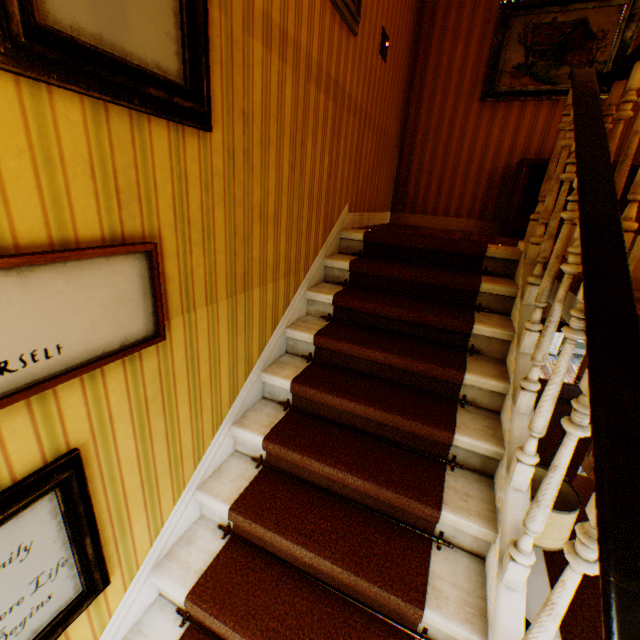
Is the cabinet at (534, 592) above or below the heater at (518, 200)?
below

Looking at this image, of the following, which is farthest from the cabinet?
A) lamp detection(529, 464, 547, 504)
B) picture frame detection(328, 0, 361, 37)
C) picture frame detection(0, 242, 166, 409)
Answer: picture frame detection(328, 0, 361, 37)

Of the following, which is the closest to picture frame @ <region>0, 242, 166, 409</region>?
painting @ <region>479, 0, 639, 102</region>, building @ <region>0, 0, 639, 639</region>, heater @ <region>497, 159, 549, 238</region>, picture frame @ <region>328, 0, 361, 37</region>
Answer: building @ <region>0, 0, 639, 639</region>

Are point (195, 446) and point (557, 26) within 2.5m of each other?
no

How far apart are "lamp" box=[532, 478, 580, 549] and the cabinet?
0.04m

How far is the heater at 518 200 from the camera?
3.8m

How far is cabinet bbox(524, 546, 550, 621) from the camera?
2.11m

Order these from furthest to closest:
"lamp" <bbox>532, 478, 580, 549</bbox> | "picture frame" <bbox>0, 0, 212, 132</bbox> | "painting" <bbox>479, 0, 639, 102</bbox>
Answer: "painting" <bbox>479, 0, 639, 102</bbox>
"lamp" <bbox>532, 478, 580, 549</bbox>
"picture frame" <bbox>0, 0, 212, 132</bbox>
